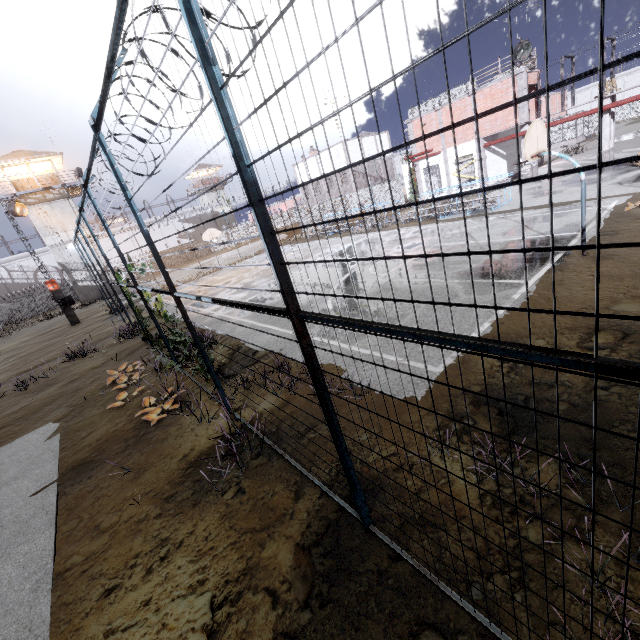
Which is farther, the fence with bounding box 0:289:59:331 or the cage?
the cage

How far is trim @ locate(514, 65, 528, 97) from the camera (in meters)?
20.98

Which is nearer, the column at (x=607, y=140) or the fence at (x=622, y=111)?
the column at (x=607, y=140)

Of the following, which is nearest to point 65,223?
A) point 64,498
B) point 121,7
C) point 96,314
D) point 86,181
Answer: point 96,314

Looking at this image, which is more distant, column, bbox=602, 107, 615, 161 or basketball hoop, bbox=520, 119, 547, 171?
column, bbox=602, 107, 615, 161

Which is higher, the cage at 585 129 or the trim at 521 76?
the trim at 521 76

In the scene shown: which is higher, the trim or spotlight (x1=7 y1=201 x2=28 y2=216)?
spotlight (x1=7 y1=201 x2=28 y2=216)

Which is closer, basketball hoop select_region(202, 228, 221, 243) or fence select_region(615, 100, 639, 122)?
basketball hoop select_region(202, 228, 221, 243)
